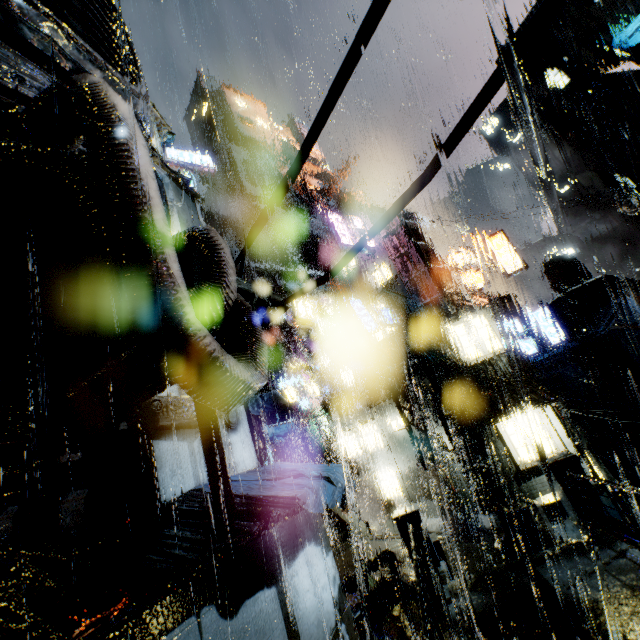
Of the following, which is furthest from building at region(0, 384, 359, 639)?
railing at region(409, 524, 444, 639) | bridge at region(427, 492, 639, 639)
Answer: railing at region(409, 524, 444, 639)

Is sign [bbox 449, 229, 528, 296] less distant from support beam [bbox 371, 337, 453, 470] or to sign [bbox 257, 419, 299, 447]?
support beam [bbox 371, 337, 453, 470]

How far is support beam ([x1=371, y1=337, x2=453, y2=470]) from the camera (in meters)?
16.22

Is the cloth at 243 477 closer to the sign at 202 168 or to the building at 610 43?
the building at 610 43

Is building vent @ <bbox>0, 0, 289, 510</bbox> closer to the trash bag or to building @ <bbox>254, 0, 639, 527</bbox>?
building @ <bbox>254, 0, 639, 527</bbox>

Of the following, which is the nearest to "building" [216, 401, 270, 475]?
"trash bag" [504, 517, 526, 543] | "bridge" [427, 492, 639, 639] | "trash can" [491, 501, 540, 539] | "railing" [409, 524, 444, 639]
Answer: "bridge" [427, 492, 639, 639]

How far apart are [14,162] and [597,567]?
11.47m

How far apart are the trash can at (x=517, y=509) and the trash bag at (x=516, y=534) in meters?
0.0
